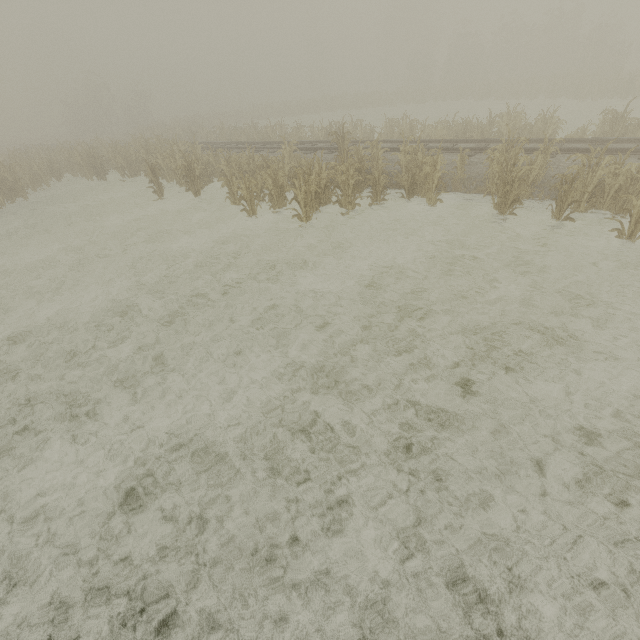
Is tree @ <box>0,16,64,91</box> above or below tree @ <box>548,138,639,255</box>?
above

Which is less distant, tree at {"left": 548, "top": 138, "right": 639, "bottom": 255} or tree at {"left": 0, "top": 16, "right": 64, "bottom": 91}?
tree at {"left": 548, "top": 138, "right": 639, "bottom": 255}

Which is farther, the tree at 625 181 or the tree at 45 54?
the tree at 45 54

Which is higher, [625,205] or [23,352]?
[625,205]

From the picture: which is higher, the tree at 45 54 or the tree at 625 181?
the tree at 45 54
